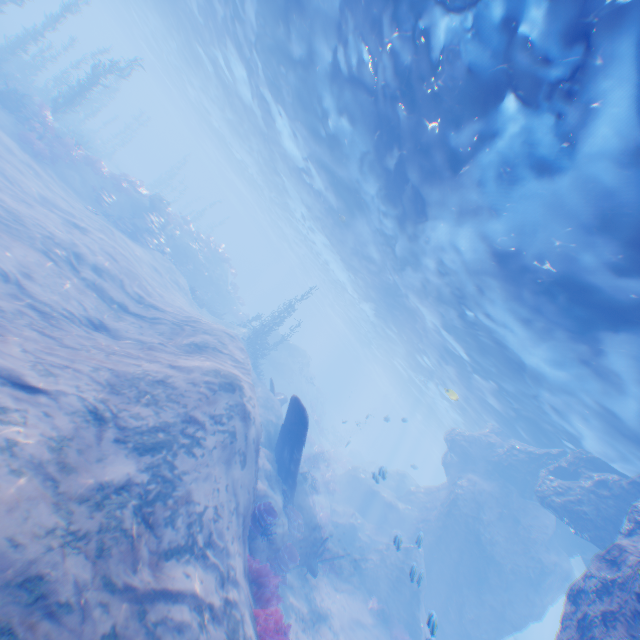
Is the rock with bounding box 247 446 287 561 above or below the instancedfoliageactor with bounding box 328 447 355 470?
above

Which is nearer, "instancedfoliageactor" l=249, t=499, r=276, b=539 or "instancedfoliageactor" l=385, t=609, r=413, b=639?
"instancedfoliageactor" l=249, t=499, r=276, b=539

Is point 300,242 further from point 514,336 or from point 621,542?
point 621,542

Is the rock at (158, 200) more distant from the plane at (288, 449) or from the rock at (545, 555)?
the plane at (288, 449)

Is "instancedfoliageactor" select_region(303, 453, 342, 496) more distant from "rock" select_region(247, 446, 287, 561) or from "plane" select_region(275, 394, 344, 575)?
"rock" select_region(247, 446, 287, 561)

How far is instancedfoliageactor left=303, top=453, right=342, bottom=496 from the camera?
26.2 meters

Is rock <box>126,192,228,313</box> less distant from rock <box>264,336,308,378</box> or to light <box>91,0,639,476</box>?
rock <box>264,336,308,378</box>

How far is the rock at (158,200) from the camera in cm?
2277
